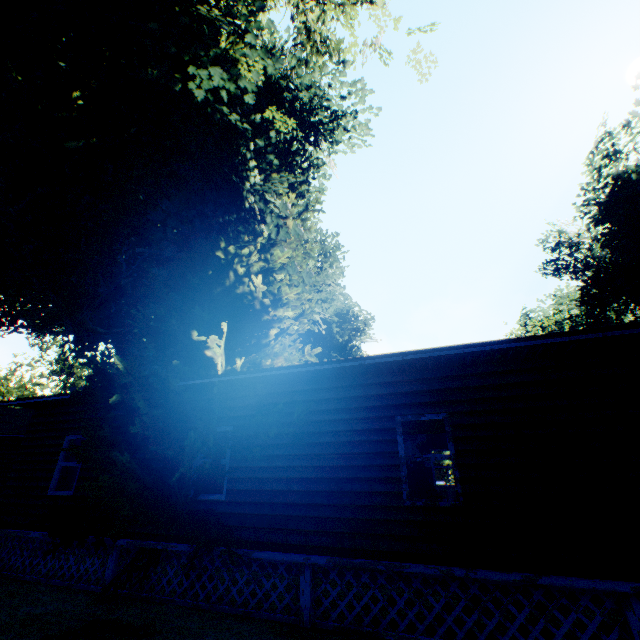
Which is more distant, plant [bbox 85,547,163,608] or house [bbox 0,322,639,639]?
plant [bbox 85,547,163,608]

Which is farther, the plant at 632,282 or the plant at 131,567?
the plant at 632,282

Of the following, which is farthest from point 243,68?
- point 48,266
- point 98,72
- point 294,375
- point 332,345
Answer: point 332,345

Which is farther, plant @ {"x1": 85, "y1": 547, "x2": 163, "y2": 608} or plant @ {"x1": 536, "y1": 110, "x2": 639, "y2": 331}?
plant @ {"x1": 536, "y1": 110, "x2": 639, "y2": 331}

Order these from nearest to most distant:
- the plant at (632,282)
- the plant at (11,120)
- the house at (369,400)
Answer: the house at (369,400), the plant at (11,120), the plant at (632,282)

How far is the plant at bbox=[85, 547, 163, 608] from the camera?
6.3 meters

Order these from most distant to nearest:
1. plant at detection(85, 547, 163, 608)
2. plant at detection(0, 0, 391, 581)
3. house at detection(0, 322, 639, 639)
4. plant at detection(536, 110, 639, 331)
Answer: plant at detection(536, 110, 639, 331) → plant at detection(0, 0, 391, 581) → plant at detection(85, 547, 163, 608) → house at detection(0, 322, 639, 639)
